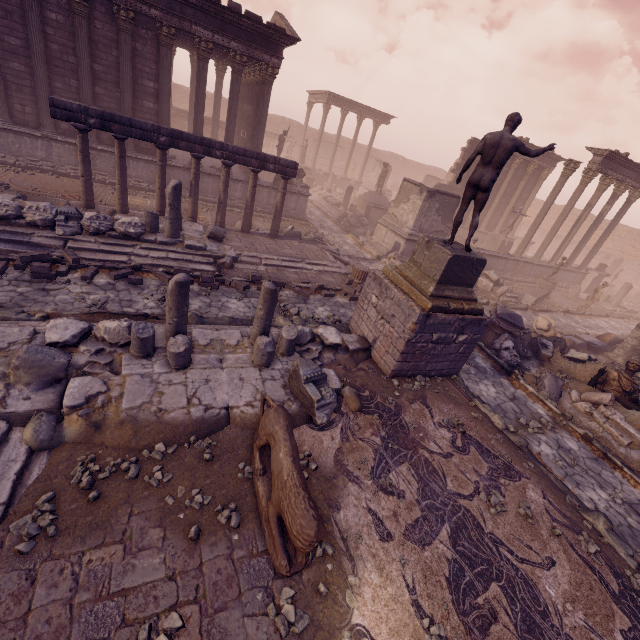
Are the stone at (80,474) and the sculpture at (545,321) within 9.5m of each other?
no

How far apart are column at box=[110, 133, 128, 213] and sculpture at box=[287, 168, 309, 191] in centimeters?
781cm

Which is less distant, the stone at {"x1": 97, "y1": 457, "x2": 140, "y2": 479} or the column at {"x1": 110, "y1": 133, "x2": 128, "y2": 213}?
the stone at {"x1": 97, "y1": 457, "x2": 140, "y2": 479}

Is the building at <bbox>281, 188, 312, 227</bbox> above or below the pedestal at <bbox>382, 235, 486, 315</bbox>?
below

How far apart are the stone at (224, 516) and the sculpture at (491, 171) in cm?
676

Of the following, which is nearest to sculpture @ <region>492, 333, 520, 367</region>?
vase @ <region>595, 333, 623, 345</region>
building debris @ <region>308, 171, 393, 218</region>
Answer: vase @ <region>595, 333, 623, 345</region>

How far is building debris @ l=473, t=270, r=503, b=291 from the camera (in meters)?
16.90

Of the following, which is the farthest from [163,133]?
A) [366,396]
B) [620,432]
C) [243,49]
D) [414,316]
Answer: [620,432]
